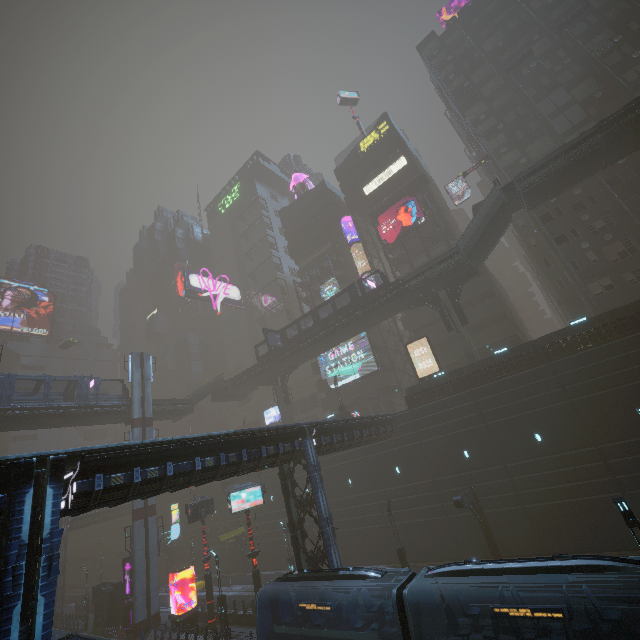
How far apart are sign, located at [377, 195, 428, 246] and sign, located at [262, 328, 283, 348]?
19.29m

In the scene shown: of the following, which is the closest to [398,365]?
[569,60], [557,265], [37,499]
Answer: [557,265]

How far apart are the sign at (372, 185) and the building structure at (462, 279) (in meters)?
22.71

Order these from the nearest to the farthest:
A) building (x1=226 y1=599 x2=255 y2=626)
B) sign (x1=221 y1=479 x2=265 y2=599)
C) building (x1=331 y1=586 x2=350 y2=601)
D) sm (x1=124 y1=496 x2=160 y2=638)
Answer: building (x1=331 y1=586 x2=350 y2=601) < sign (x1=221 y1=479 x2=265 y2=599) < building (x1=226 y1=599 x2=255 y2=626) < sm (x1=124 y1=496 x2=160 y2=638)

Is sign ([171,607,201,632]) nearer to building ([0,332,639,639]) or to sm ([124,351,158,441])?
building ([0,332,639,639])

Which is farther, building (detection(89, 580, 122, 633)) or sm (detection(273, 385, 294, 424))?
sm (detection(273, 385, 294, 424))

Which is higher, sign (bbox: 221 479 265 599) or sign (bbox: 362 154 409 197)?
sign (bbox: 362 154 409 197)

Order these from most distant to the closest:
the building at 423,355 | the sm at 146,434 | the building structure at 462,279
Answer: the building at 423,355
the sm at 146,434
the building structure at 462,279
